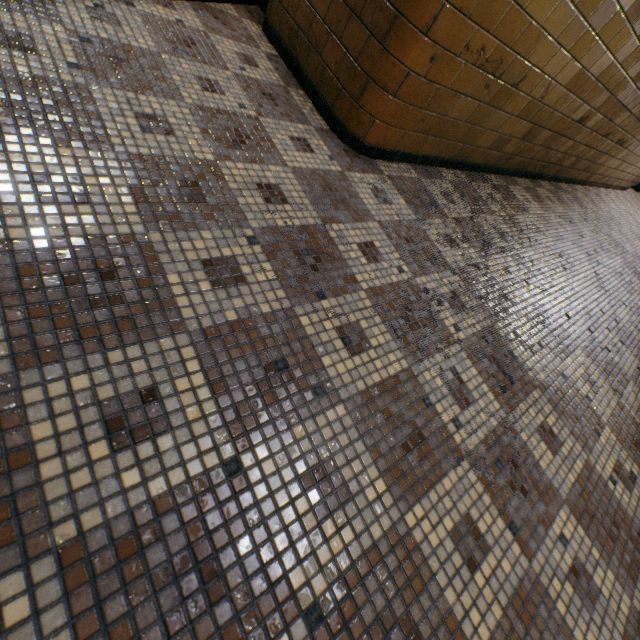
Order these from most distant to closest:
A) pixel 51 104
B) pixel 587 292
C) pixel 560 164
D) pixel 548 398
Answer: pixel 560 164
pixel 587 292
pixel 548 398
pixel 51 104
